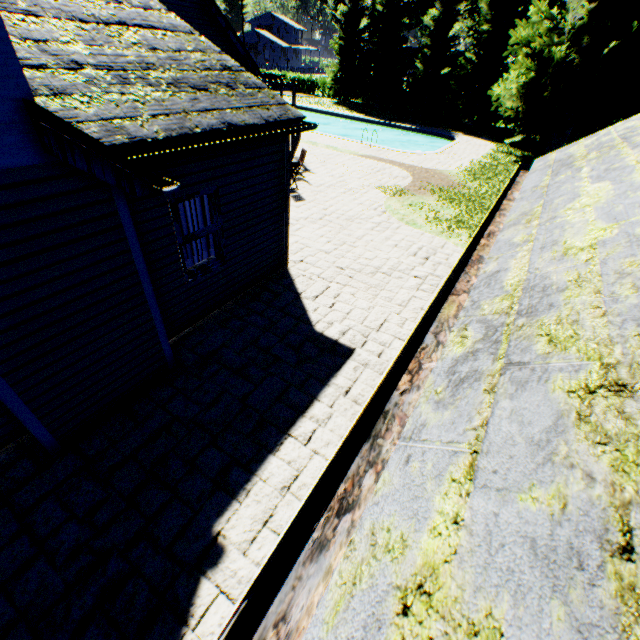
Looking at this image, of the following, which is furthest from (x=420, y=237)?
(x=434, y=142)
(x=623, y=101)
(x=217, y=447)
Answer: (x=434, y=142)

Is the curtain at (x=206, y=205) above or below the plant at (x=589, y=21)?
below

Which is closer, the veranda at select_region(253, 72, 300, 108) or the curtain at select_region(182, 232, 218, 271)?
the curtain at select_region(182, 232, 218, 271)

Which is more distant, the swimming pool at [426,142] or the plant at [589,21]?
the swimming pool at [426,142]

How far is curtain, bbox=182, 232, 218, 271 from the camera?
6.2 meters

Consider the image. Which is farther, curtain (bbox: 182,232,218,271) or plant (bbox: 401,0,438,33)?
plant (bbox: 401,0,438,33)

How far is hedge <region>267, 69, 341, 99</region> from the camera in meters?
40.3

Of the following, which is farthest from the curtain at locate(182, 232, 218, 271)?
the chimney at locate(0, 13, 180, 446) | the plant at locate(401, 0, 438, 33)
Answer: the plant at locate(401, 0, 438, 33)
